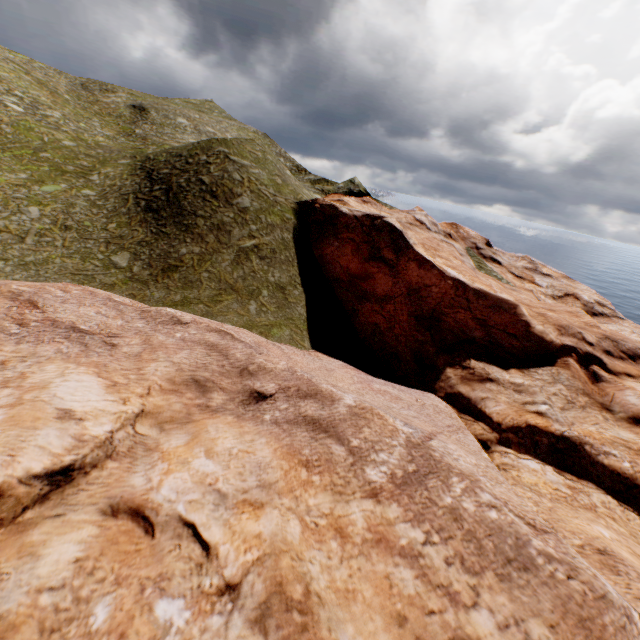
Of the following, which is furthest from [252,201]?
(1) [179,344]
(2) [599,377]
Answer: (2) [599,377]
